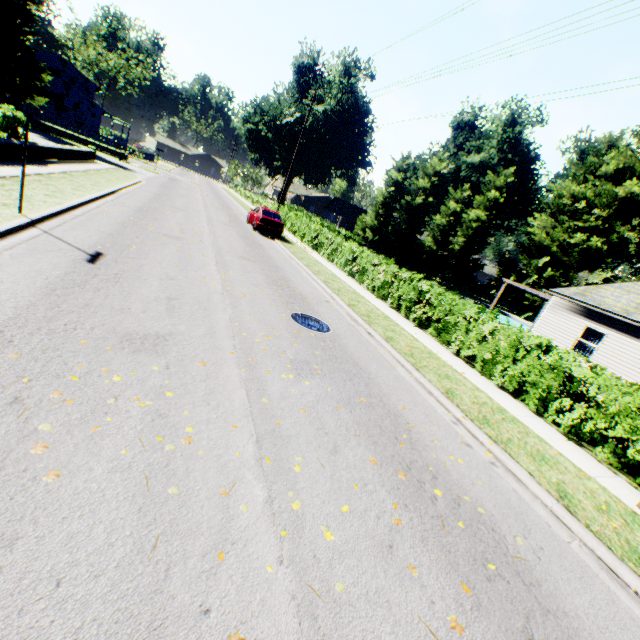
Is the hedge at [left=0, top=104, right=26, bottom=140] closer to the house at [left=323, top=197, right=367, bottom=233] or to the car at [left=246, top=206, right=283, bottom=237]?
the car at [left=246, top=206, right=283, bottom=237]

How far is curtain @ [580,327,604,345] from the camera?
15.28m

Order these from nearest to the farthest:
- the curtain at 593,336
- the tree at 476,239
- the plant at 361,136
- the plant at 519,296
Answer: the curtain at 593,336, the tree at 476,239, the plant at 519,296, the plant at 361,136

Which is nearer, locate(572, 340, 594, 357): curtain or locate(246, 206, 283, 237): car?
locate(572, 340, 594, 357): curtain

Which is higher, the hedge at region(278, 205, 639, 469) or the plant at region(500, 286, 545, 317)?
the plant at region(500, 286, 545, 317)

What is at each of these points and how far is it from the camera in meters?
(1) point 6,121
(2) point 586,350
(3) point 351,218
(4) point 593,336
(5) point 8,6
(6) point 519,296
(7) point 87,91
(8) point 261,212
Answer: (1) hedge, 13.5
(2) curtain, 15.6
(3) house, 47.5
(4) curtain, 15.5
(5) plant, 27.2
(6) plant, 41.7
(7) house, 55.2
(8) car, 21.5

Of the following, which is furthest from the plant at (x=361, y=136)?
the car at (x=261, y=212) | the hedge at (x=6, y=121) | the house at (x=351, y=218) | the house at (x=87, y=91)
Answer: the car at (x=261, y=212)

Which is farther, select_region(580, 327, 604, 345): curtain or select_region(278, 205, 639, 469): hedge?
select_region(580, 327, 604, 345): curtain
